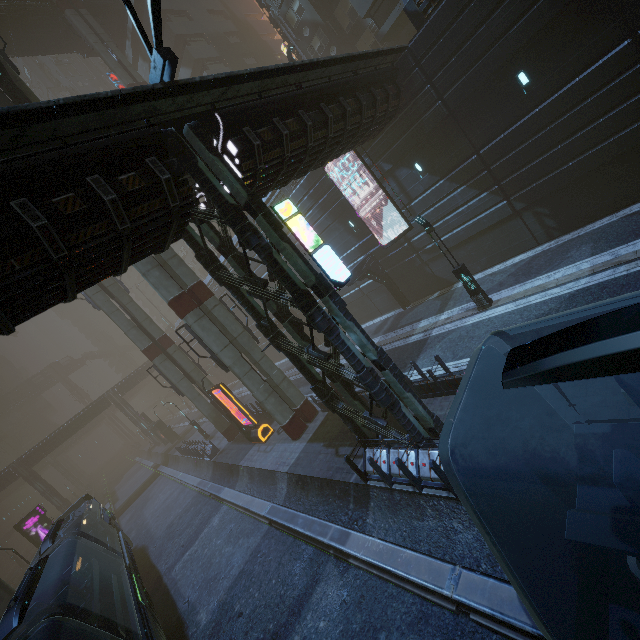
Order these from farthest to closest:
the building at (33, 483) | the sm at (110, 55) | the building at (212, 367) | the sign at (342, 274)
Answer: the building at (212, 367) < the building at (33, 483) < the sm at (110, 55) < the sign at (342, 274)

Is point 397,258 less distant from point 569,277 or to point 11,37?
point 569,277

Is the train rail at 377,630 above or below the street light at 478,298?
below

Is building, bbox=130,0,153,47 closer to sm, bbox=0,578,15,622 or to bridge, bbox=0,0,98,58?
sm, bbox=0,578,15,622

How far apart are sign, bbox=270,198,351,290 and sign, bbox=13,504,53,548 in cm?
3977

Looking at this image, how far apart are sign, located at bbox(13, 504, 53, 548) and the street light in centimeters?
4199cm

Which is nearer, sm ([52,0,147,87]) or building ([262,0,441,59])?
building ([262,0,441,59])

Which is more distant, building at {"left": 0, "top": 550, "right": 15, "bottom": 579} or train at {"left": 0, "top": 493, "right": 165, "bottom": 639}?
building at {"left": 0, "top": 550, "right": 15, "bottom": 579}
